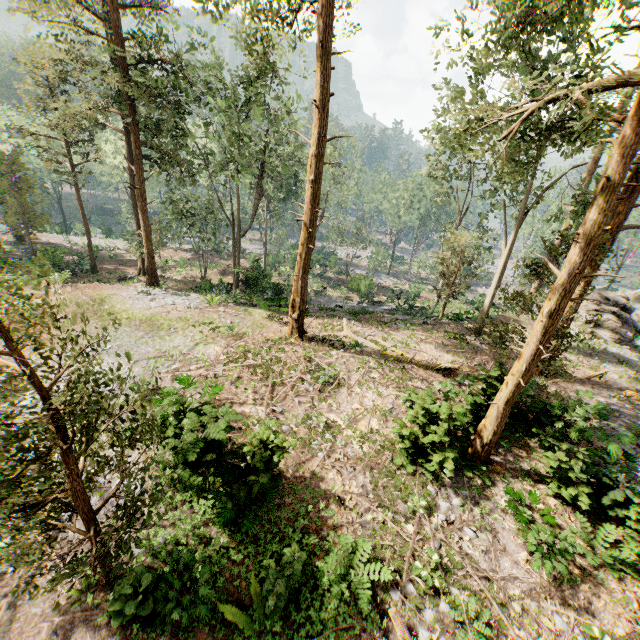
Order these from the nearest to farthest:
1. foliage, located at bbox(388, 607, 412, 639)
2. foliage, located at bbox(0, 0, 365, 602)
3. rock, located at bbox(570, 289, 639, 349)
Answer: foliage, located at bbox(0, 0, 365, 602), foliage, located at bbox(388, 607, 412, 639), rock, located at bbox(570, 289, 639, 349)

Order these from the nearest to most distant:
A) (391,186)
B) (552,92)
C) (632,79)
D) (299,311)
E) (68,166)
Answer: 1. (552,92)
2. (632,79)
3. (299,311)
4. (68,166)
5. (391,186)

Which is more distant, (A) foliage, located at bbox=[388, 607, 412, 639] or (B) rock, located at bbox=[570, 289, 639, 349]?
(B) rock, located at bbox=[570, 289, 639, 349]

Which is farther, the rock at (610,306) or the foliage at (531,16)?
the rock at (610,306)

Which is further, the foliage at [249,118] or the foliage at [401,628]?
the foliage at [401,628]

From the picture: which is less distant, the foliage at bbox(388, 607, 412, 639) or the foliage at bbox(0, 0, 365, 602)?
the foliage at bbox(0, 0, 365, 602)
